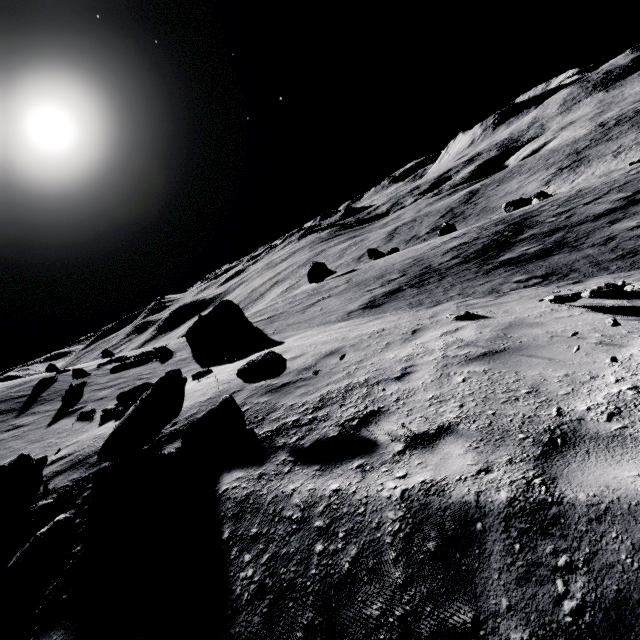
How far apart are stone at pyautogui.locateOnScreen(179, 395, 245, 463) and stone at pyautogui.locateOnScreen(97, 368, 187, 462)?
0.4 meters

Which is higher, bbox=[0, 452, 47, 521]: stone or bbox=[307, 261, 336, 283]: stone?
bbox=[0, 452, 47, 521]: stone

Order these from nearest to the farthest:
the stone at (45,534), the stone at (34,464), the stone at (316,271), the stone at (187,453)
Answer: the stone at (45,534) < the stone at (187,453) < the stone at (34,464) < the stone at (316,271)

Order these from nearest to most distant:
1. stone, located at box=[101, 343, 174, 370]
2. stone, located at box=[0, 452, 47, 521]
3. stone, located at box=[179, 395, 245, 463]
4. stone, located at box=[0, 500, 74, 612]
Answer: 1. stone, located at box=[0, 500, 74, 612]
2. stone, located at box=[179, 395, 245, 463]
3. stone, located at box=[0, 452, 47, 521]
4. stone, located at box=[101, 343, 174, 370]

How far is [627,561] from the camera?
1.8m

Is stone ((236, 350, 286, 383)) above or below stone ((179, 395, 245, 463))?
above

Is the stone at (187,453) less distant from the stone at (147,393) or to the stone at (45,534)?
the stone at (147,393)

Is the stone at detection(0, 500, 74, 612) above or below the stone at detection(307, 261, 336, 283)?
above
